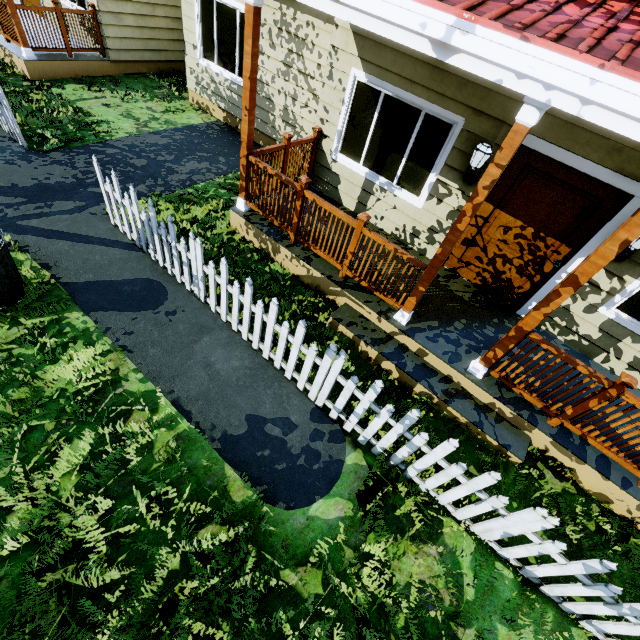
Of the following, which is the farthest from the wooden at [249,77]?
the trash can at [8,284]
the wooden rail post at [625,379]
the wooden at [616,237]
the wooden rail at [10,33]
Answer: the wooden rail at [10,33]

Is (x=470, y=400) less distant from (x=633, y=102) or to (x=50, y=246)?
(x=633, y=102)

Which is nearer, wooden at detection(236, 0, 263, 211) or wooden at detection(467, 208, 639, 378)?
wooden at detection(467, 208, 639, 378)

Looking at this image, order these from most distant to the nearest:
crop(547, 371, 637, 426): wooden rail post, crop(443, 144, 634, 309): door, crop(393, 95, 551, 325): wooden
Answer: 1. crop(443, 144, 634, 309): door
2. crop(547, 371, 637, 426): wooden rail post
3. crop(393, 95, 551, 325): wooden

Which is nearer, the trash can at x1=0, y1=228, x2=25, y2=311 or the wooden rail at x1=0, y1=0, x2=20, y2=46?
the trash can at x1=0, y1=228, x2=25, y2=311

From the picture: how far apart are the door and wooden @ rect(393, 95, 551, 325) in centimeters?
170cm

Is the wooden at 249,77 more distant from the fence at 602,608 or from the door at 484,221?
the door at 484,221

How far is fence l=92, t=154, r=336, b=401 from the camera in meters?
3.6
